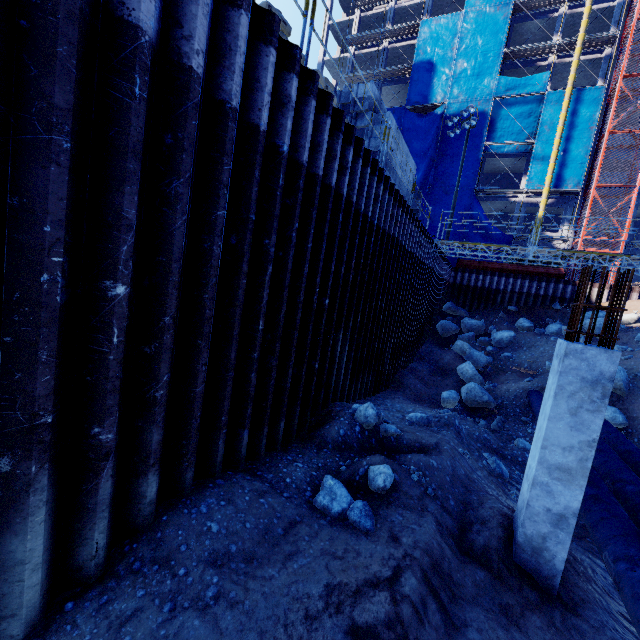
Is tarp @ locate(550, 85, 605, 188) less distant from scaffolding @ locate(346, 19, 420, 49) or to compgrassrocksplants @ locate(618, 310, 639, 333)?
scaffolding @ locate(346, 19, 420, 49)

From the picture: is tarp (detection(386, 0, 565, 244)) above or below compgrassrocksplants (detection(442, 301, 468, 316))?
above

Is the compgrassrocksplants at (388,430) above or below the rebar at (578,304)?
below

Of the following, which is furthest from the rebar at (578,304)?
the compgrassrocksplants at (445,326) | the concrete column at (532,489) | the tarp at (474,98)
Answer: the tarp at (474,98)

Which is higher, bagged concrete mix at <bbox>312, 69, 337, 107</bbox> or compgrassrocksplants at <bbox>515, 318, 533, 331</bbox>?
bagged concrete mix at <bbox>312, 69, 337, 107</bbox>

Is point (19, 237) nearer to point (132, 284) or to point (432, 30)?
point (132, 284)

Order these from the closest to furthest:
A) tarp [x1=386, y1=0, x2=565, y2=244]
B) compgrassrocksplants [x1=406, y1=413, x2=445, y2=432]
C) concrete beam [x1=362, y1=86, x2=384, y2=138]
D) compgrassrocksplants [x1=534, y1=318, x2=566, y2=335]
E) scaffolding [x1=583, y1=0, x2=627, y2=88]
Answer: compgrassrocksplants [x1=406, y1=413, x2=445, y2=432] < concrete beam [x1=362, y1=86, x2=384, y2=138] < compgrassrocksplants [x1=534, y1=318, x2=566, y2=335] < scaffolding [x1=583, y1=0, x2=627, y2=88] < tarp [x1=386, y1=0, x2=565, y2=244]

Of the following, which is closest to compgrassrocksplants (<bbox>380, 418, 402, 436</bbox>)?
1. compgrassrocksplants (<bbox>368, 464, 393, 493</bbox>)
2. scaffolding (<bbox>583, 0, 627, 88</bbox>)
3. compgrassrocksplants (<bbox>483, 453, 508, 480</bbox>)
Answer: compgrassrocksplants (<bbox>368, 464, 393, 493</bbox>)
